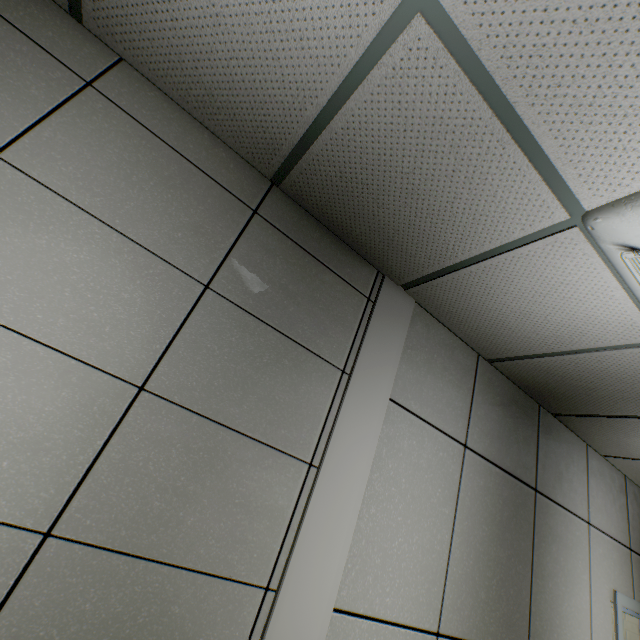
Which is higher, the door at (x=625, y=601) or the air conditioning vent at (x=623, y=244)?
the air conditioning vent at (x=623, y=244)

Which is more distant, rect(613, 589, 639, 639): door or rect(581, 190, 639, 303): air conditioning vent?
rect(613, 589, 639, 639): door

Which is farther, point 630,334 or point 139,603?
point 630,334

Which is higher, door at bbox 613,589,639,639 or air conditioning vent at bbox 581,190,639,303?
air conditioning vent at bbox 581,190,639,303

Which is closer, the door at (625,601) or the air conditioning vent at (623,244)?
the air conditioning vent at (623,244)
